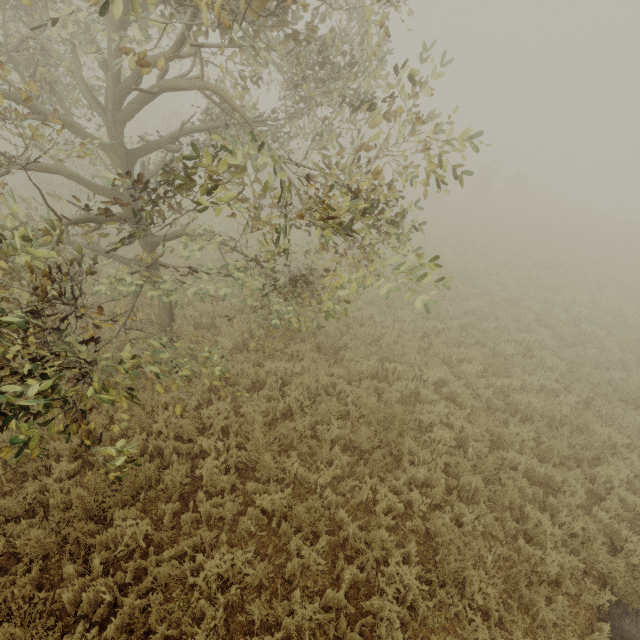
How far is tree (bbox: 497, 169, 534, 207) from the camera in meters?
31.5 m

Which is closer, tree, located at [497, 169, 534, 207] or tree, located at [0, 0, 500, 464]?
tree, located at [0, 0, 500, 464]

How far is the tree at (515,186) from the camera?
31.48m

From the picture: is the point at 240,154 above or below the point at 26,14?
below

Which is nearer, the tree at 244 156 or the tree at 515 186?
the tree at 244 156

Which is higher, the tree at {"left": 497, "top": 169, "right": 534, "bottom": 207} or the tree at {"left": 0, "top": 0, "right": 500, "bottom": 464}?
the tree at {"left": 0, "top": 0, "right": 500, "bottom": 464}
